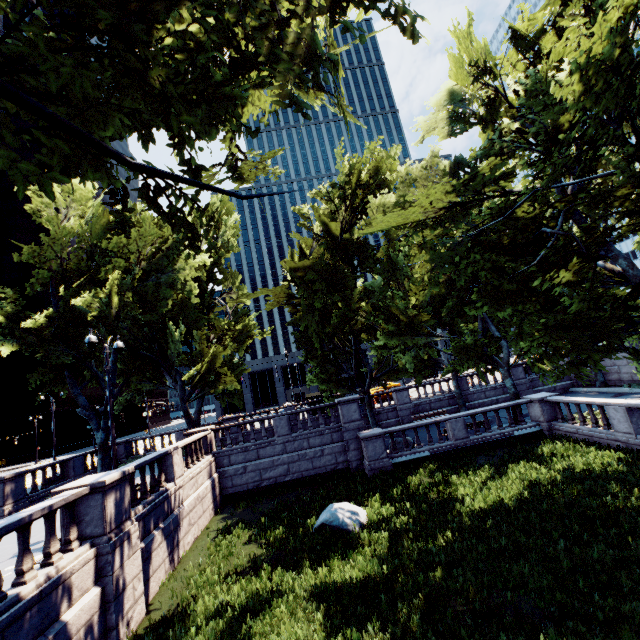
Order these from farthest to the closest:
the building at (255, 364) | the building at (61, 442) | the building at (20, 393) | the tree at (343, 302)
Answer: the building at (61, 442), the building at (255, 364), the building at (20, 393), the tree at (343, 302)

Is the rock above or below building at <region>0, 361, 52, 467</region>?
below

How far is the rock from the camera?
11.7 meters

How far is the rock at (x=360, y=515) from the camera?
11.7 meters

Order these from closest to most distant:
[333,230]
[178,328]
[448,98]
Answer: [448,98] < [333,230] < [178,328]

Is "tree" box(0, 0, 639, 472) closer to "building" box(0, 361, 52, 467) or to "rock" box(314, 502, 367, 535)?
"rock" box(314, 502, 367, 535)

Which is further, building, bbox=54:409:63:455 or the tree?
building, bbox=54:409:63:455

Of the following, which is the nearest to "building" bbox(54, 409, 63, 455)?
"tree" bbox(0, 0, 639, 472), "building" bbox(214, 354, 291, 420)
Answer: "building" bbox(214, 354, 291, 420)
